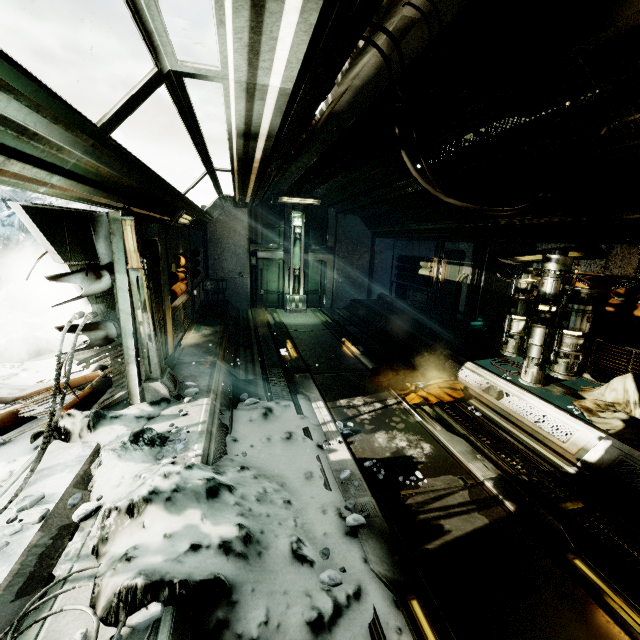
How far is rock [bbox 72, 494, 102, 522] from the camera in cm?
276

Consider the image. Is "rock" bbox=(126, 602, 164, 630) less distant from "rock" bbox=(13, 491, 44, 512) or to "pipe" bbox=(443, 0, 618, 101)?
"rock" bbox=(13, 491, 44, 512)

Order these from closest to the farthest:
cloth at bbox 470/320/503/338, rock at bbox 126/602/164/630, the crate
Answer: rock at bbox 126/602/164/630 → cloth at bbox 470/320/503/338 → the crate

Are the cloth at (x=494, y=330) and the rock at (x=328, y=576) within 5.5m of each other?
no

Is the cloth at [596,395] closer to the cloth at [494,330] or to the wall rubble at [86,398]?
the cloth at [494,330]

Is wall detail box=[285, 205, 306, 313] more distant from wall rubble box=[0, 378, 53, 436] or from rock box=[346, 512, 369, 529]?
rock box=[346, 512, 369, 529]

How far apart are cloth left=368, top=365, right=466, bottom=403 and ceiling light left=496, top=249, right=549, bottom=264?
3.1m

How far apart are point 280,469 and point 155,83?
4.1 meters
